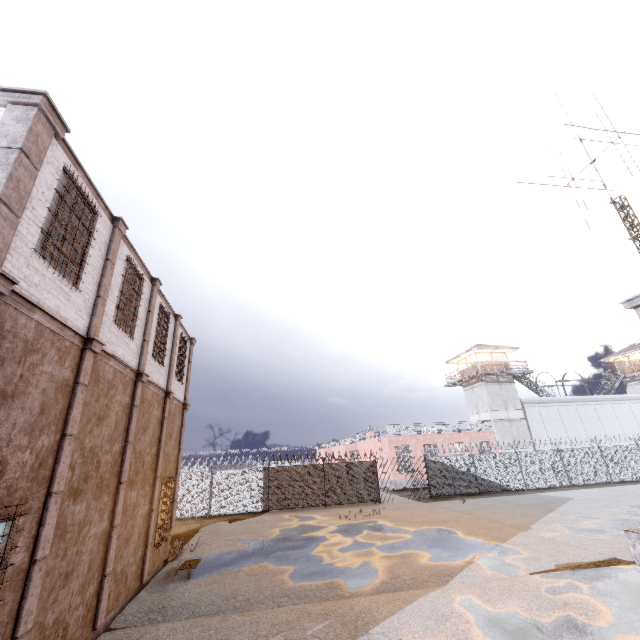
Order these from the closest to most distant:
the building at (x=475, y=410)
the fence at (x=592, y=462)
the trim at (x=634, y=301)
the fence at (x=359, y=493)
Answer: the trim at (x=634, y=301) < the fence at (x=359, y=493) < the fence at (x=592, y=462) < the building at (x=475, y=410)

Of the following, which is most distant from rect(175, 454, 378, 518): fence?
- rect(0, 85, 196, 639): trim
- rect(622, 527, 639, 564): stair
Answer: rect(622, 527, 639, 564): stair

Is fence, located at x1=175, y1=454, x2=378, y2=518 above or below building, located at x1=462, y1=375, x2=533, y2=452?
below

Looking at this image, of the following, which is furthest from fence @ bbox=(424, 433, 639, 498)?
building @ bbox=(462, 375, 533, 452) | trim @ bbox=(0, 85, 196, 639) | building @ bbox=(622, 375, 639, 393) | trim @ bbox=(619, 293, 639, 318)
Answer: trim @ bbox=(619, 293, 639, 318)

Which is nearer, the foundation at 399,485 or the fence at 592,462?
the fence at 592,462

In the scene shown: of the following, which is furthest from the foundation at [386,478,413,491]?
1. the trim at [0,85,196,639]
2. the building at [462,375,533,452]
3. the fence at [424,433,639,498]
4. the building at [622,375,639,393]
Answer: the building at [622,375,639,393]

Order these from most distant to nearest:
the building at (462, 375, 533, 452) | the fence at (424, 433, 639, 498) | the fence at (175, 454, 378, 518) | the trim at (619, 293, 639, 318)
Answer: the building at (462, 375, 533, 452) < the fence at (424, 433, 639, 498) < the fence at (175, 454, 378, 518) < the trim at (619, 293, 639, 318)

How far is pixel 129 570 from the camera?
9.24m
